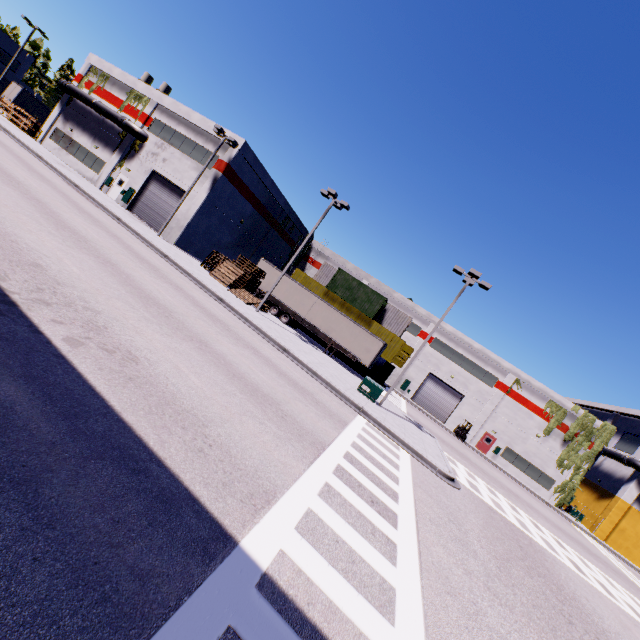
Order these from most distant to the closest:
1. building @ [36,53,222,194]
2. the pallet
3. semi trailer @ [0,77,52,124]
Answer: semi trailer @ [0,77,52,124]
building @ [36,53,222,194]
the pallet

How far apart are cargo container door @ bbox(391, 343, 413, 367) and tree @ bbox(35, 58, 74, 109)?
76.1m

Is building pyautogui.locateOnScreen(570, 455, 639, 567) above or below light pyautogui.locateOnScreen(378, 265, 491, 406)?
below

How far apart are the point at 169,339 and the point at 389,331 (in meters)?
27.21

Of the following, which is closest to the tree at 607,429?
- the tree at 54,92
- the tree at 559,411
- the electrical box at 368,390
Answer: the tree at 559,411

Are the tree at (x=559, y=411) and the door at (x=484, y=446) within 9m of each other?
yes

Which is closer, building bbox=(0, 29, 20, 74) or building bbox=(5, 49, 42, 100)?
building bbox=(5, 49, 42, 100)

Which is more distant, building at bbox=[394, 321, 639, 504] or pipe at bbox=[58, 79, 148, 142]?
building at bbox=[394, 321, 639, 504]
